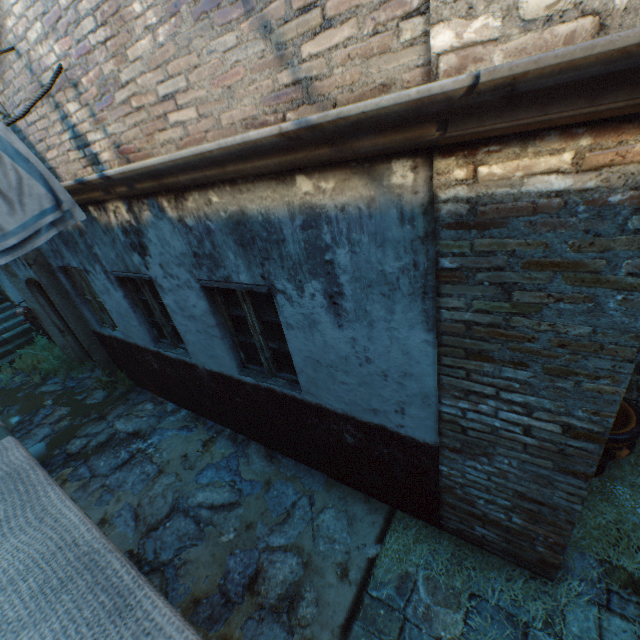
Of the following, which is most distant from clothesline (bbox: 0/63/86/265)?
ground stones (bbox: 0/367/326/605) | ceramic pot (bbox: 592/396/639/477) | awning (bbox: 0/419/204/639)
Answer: ceramic pot (bbox: 592/396/639/477)

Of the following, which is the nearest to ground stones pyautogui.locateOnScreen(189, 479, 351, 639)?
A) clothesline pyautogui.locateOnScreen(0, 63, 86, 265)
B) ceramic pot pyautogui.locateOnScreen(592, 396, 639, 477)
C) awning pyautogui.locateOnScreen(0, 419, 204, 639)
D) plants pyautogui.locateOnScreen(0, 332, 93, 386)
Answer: plants pyautogui.locateOnScreen(0, 332, 93, 386)

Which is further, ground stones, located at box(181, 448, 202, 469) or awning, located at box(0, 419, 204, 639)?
ground stones, located at box(181, 448, 202, 469)

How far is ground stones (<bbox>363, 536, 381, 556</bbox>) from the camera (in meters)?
3.40

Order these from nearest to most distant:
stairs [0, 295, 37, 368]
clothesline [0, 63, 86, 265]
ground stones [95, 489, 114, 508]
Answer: clothesline [0, 63, 86, 265] → ground stones [95, 489, 114, 508] → stairs [0, 295, 37, 368]

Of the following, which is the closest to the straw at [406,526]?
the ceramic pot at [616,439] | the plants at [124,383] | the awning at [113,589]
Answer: the ceramic pot at [616,439]

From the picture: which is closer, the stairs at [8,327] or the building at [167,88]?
the building at [167,88]

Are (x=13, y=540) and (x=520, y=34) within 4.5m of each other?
yes
